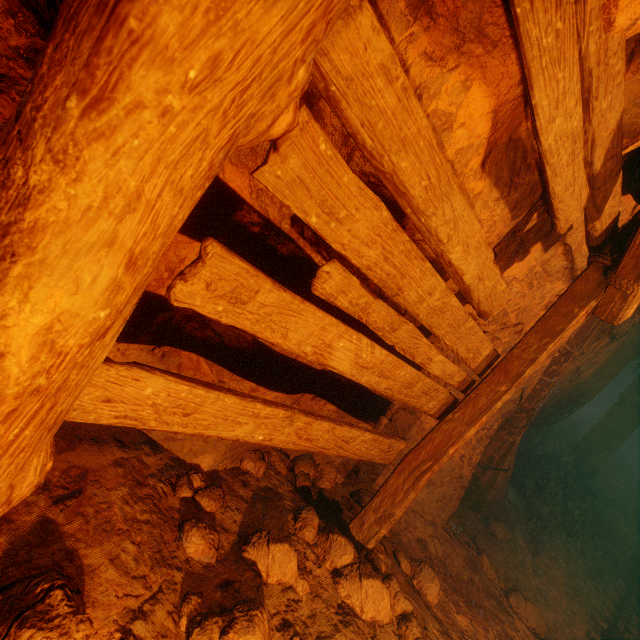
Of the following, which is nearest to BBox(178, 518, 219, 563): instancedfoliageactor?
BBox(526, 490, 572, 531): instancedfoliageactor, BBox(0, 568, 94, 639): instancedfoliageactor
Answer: BBox(0, 568, 94, 639): instancedfoliageactor

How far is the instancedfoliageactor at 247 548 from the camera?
2.0m

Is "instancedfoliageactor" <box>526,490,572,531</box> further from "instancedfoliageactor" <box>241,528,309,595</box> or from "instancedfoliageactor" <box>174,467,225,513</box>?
"instancedfoliageactor" <box>174,467,225,513</box>

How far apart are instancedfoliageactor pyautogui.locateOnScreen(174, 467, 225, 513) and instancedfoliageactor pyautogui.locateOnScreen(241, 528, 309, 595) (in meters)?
0.30

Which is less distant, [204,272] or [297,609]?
[204,272]

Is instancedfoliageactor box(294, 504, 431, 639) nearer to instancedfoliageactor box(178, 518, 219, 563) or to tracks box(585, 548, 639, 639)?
instancedfoliageactor box(178, 518, 219, 563)

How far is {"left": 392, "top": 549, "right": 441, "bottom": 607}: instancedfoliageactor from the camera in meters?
2.7 m

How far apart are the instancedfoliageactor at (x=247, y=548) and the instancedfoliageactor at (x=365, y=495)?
0.3m
